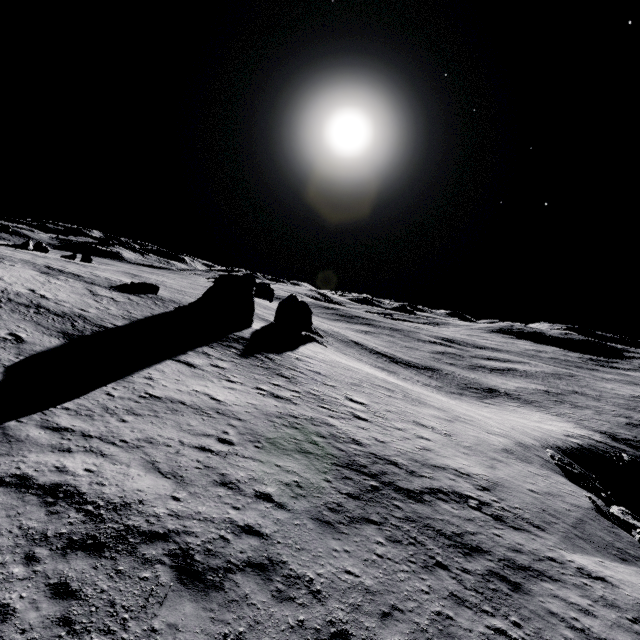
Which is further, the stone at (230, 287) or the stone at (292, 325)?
the stone at (292, 325)

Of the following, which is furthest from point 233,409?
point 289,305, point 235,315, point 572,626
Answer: point 289,305

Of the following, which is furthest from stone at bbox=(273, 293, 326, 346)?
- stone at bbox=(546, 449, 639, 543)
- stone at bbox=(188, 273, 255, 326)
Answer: stone at bbox=(546, 449, 639, 543)

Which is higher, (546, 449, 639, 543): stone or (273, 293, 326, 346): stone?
(273, 293, 326, 346): stone

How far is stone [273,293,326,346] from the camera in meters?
48.5 m

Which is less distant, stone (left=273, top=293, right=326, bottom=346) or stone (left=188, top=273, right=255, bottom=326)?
stone (left=188, top=273, right=255, bottom=326)

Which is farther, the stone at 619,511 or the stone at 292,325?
the stone at 292,325

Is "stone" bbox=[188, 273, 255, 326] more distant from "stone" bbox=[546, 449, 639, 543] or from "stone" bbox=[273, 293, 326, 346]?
"stone" bbox=[546, 449, 639, 543]
